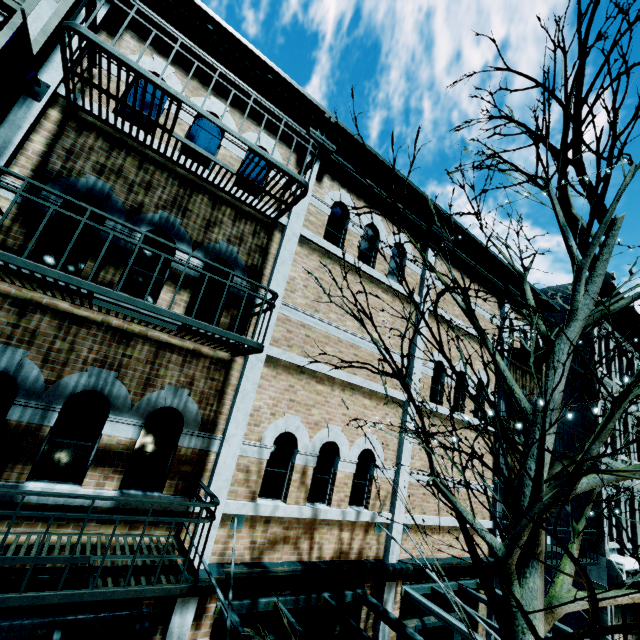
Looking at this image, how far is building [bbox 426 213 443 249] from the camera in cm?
858

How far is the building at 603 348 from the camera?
12.2 meters

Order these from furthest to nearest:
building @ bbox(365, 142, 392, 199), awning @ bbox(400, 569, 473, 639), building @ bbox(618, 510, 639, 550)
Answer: building @ bbox(618, 510, 639, 550) < building @ bbox(365, 142, 392, 199) < awning @ bbox(400, 569, 473, 639)

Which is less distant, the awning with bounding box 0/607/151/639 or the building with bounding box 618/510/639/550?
the awning with bounding box 0/607/151/639

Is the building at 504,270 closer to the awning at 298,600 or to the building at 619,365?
the awning at 298,600

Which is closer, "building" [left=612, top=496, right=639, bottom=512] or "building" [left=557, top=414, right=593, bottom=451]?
"building" [left=557, top=414, right=593, bottom=451]

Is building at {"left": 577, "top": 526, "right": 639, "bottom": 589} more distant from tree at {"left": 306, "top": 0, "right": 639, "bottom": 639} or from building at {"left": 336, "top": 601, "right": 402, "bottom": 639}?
tree at {"left": 306, "top": 0, "right": 639, "bottom": 639}

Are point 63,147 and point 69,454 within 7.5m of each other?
yes
